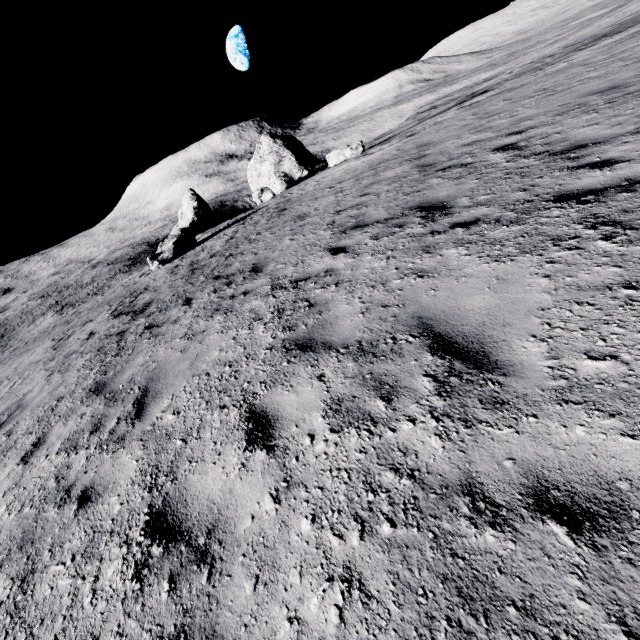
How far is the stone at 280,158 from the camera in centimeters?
2514cm

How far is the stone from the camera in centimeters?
2514cm

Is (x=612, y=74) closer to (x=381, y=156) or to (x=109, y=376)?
(x=381, y=156)
